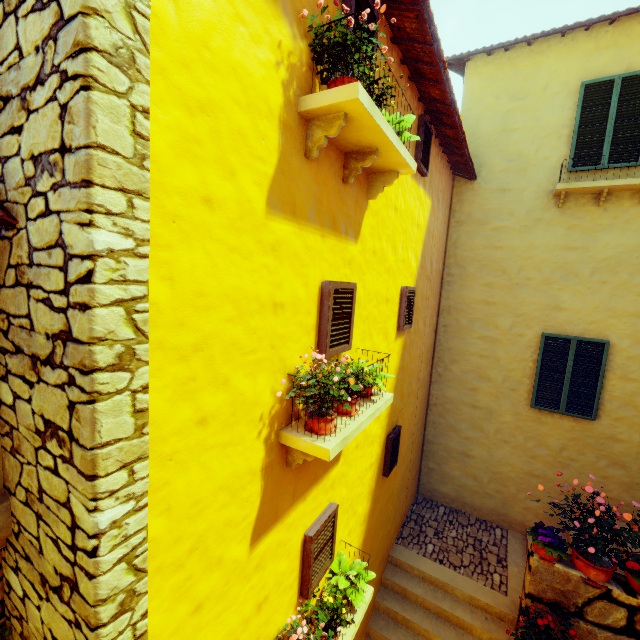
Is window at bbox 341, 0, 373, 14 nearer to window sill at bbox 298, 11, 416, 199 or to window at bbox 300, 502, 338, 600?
window sill at bbox 298, 11, 416, 199

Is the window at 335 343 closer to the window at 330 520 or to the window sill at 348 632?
the window at 330 520

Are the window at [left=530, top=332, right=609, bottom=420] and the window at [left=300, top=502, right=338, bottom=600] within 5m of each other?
no

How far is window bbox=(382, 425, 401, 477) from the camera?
5.3m

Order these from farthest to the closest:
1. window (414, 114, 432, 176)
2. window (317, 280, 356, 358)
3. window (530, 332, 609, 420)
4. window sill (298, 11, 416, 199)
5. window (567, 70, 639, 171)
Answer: window (530, 332, 609, 420), window (567, 70, 639, 171), window (414, 114, 432, 176), window (317, 280, 356, 358), window sill (298, 11, 416, 199)

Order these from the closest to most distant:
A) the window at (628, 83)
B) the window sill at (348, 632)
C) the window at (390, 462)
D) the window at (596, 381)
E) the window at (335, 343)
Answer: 1. the window at (335, 343)
2. the window sill at (348, 632)
3. the window at (390, 462)
4. the window at (628, 83)
5. the window at (596, 381)

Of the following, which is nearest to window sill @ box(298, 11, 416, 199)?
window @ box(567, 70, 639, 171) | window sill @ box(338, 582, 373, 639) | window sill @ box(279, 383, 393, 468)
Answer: window sill @ box(279, 383, 393, 468)

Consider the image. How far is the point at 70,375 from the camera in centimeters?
144cm
